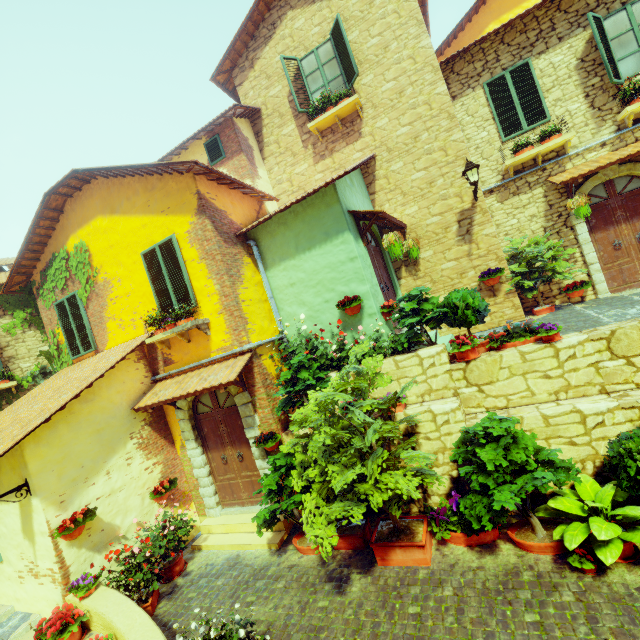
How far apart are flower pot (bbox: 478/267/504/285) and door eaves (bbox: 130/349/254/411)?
5.8m

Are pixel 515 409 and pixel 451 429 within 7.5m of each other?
yes

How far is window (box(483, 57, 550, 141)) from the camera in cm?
811

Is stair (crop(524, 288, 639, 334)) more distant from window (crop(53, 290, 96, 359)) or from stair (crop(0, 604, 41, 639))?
window (crop(53, 290, 96, 359))

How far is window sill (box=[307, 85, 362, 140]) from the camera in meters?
8.5 m

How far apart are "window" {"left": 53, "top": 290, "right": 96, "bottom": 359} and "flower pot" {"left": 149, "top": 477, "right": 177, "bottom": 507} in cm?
392

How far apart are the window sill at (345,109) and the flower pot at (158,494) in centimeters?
964cm

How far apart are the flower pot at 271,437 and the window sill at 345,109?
8.02m
